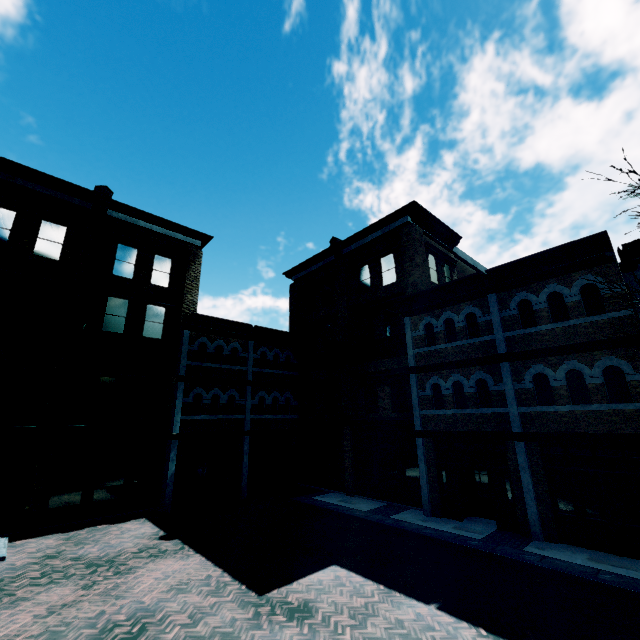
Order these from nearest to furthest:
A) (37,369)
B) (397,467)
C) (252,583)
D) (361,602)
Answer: (361,602) → (252,583) → (37,369) → (397,467)
